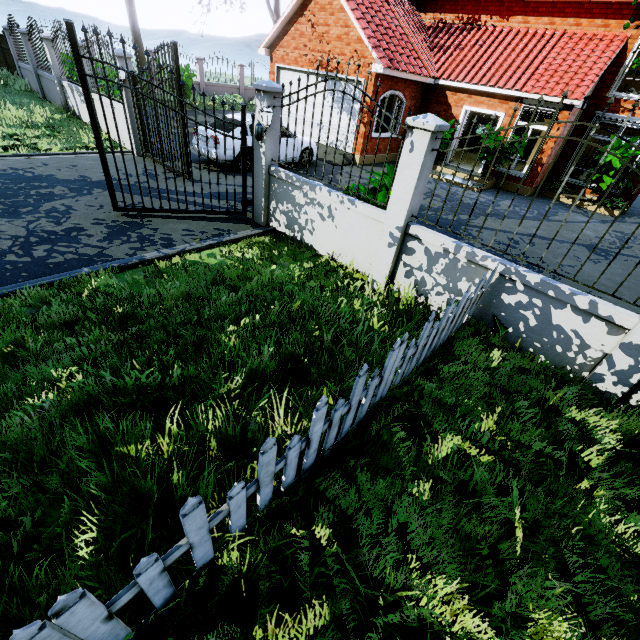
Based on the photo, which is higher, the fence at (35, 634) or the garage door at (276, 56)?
the garage door at (276, 56)

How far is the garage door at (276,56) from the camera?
13.2 meters

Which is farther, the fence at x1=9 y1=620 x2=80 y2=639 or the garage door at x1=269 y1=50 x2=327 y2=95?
the garage door at x1=269 y1=50 x2=327 y2=95

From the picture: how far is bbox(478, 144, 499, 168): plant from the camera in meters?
12.4

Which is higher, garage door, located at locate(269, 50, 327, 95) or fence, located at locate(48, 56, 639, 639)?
garage door, located at locate(269, 50, 327, 95)

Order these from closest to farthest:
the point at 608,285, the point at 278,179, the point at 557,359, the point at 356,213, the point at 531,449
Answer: the point at 531,449, the point at 557,359, the point at 356,213, the point at 278,179, the point at 608,285

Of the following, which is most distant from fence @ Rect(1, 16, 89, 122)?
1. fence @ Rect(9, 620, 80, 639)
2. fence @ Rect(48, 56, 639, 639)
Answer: fence @ Rect(9, 620, 80, 639)

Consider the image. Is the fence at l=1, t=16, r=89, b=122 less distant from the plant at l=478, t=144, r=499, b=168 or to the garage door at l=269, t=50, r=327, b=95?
the garage door at l=269, t=50, r=327, b=95
